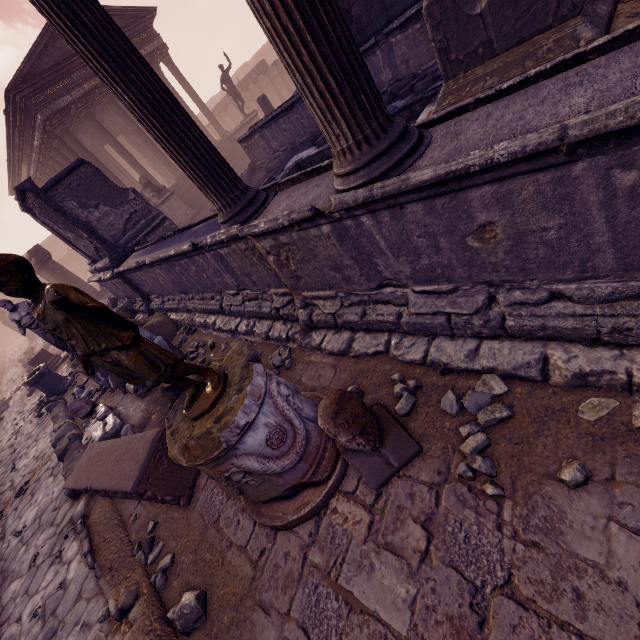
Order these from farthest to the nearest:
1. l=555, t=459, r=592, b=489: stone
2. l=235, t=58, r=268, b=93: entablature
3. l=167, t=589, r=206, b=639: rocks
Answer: l=235, t=58, r=268, b=93: entablature, l=167, t=589, r=206, b=639: rocks, l=555, t=459, r=592, b=489: stone

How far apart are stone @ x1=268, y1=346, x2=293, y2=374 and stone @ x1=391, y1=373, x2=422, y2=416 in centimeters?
144cm

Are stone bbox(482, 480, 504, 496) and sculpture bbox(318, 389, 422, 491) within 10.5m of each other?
yes

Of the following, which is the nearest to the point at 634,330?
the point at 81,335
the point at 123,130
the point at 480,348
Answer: the point at 480,348

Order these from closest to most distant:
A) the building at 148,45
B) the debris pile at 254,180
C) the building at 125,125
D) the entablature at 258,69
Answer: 1. the debris pile at 254,180
2. the building at 125,125
3. the building at 148,45
4. the entablature at 258,69

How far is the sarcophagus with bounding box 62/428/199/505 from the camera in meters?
3.1

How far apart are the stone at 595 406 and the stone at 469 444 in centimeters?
38cm

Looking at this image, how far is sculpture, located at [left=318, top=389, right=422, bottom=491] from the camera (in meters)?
1.96
